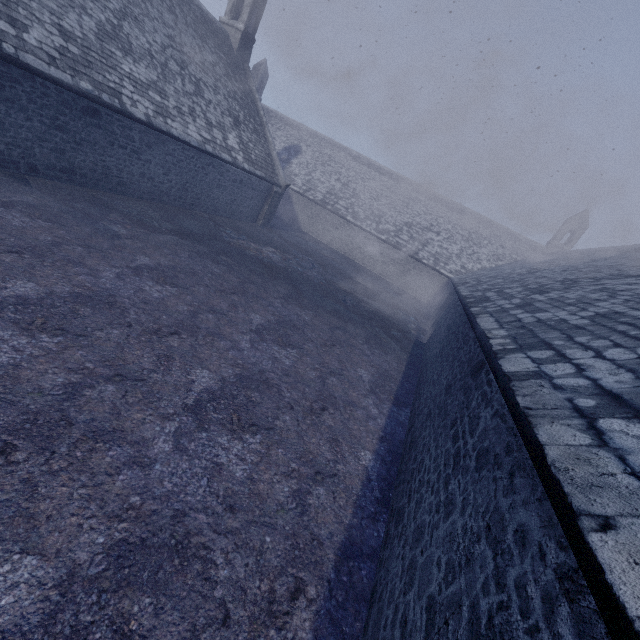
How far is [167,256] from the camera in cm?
945
